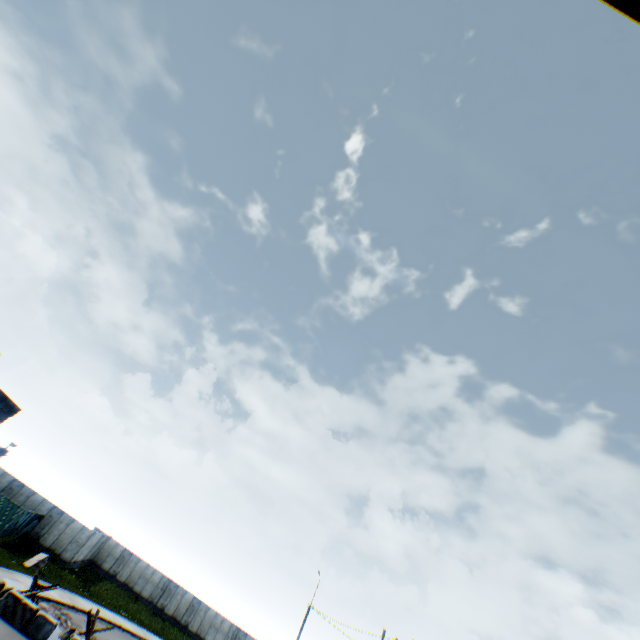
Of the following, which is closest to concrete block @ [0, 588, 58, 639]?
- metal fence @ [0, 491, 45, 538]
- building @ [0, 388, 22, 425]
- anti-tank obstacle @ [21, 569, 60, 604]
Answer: anti-tank obstacle @ [21, 569, 60, 604]

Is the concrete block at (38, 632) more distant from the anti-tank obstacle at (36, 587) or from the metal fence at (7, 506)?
the metal fence at (7, 506)

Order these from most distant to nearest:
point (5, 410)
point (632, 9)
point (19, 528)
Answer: point (19, 528)
point (5, 410)
point (632, 9)

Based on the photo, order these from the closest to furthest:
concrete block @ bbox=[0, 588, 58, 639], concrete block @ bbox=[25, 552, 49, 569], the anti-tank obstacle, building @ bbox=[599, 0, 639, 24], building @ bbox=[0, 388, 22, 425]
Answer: building @ bbox=[599, 0, 639, 24] < concrete block @ bbox=[0, 588, 58, 639] < the anti-tank obstacle < building @ bbox=[0, 388, 22, 425] < concrete block @ bbox=[25, 552, 49, 569]

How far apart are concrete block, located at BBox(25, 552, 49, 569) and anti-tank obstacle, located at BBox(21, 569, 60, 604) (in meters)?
8.75

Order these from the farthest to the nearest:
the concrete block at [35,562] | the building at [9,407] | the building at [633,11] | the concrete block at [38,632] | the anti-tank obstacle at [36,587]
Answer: the concrete block at [35,562]
the building at [9,407]
the anti-tank obstacle at [36,587]
the concrete block at [38,632]
the building at [633,11]

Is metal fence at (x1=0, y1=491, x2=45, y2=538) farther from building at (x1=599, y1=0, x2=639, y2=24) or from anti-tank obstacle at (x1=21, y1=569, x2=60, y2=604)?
anti-tank obstacle at (x1=21, y1=569, x2=60, y2=604)

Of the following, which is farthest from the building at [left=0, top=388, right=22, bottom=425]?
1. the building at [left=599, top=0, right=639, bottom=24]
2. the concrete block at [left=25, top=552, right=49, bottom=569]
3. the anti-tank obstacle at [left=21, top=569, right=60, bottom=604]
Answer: the building at [left=599, top=0, right=639, bottom=24]
